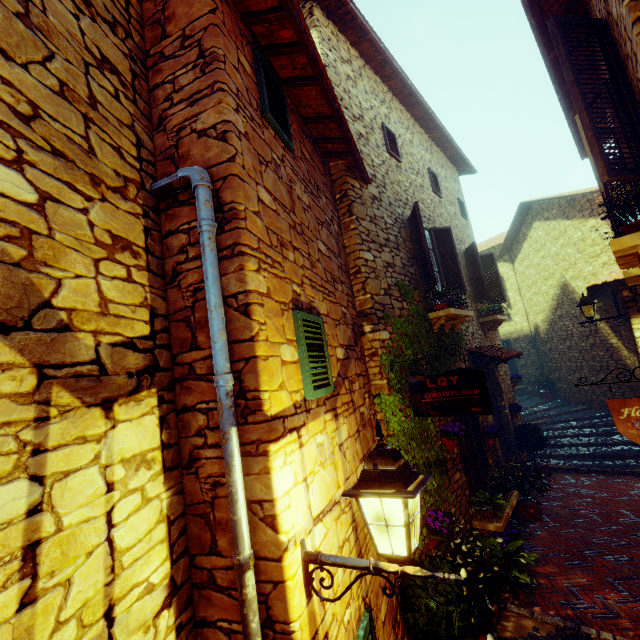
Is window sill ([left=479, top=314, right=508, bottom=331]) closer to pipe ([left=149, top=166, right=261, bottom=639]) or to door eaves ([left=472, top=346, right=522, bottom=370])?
door eaves ([left=472, top=346, right=522, bottom=370])

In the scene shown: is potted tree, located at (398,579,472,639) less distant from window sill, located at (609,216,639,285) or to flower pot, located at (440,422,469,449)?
flower pot, located at (440,422,469,449)

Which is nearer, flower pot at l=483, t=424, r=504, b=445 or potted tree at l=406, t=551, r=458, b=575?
potted tree at l=406, t=551, r=458, b=575

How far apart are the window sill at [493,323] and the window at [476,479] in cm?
286

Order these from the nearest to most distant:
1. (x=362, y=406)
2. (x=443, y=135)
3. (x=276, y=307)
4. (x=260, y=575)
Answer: (x=260, y=575) → (x=276, y=307) → (x=362, y=406) → (x=443, y=135)

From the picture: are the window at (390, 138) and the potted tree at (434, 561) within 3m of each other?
no

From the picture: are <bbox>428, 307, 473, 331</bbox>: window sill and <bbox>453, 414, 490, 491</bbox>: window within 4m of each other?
yes

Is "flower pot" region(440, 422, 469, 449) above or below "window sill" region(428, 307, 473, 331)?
below
